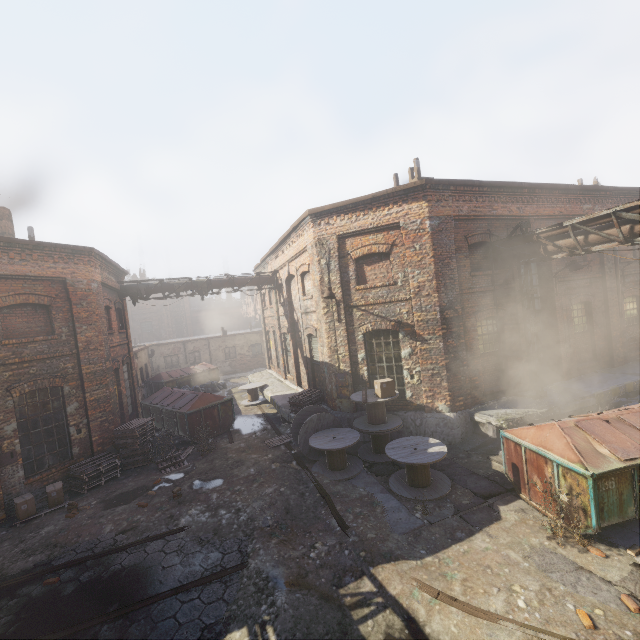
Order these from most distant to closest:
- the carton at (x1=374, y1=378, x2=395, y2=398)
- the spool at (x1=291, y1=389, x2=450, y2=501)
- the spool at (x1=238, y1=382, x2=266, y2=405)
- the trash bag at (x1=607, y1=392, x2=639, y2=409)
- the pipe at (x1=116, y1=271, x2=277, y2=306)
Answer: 1. the spool at (x1=238, y1=382, x2=266, y2=405)
2. the pipe at (x1=116, y1=271, x2=277, y2=306)
3. the trash bag at (x1=607, y1=392, x2=639, y2=409)
4. the carton at (x1=374, y1=378, x2=395, y2=398)
5. the spool at (x1=291, y1=389, x2=450, y2=501)

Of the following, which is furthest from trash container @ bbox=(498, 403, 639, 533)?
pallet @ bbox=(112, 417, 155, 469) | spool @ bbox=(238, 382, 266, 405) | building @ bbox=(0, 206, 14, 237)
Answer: building @ bbox=(0, 206, 14, 237)

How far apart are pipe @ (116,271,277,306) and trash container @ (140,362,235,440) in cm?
440

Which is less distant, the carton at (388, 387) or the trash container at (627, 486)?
the trash container at (627, 486)

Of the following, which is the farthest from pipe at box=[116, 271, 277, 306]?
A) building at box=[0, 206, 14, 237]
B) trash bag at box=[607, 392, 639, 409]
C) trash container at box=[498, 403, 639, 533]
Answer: trash bag at box=[607, 392, 639, 409]

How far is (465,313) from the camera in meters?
10.9 m

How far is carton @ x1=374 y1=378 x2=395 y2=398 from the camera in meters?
9.8 m

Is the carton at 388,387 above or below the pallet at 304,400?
above
